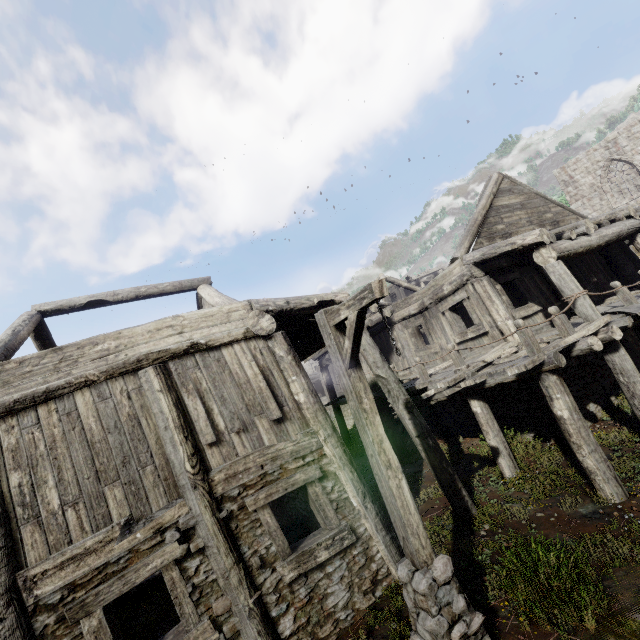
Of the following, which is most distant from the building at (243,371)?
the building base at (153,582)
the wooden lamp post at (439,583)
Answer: the wooden lamp post at (439,583)

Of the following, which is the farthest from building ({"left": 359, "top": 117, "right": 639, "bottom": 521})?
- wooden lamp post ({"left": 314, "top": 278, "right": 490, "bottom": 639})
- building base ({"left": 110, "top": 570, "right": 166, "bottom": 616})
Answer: wooden lamp post ({"left": 314, "top": 278, "right": 490, "bottom": 639})

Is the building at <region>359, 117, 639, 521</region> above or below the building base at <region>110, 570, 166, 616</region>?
above

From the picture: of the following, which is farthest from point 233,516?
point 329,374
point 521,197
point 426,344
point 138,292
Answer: point 426,344

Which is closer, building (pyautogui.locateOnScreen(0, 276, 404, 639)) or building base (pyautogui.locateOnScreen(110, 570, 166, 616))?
building (pyautogui.locateOnScreen(0, 276, 404, 639))

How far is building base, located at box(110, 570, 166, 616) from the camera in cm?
913

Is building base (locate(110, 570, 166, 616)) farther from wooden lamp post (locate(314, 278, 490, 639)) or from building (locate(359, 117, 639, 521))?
wooden lamp post (locate(314, 278, 490, 639))
